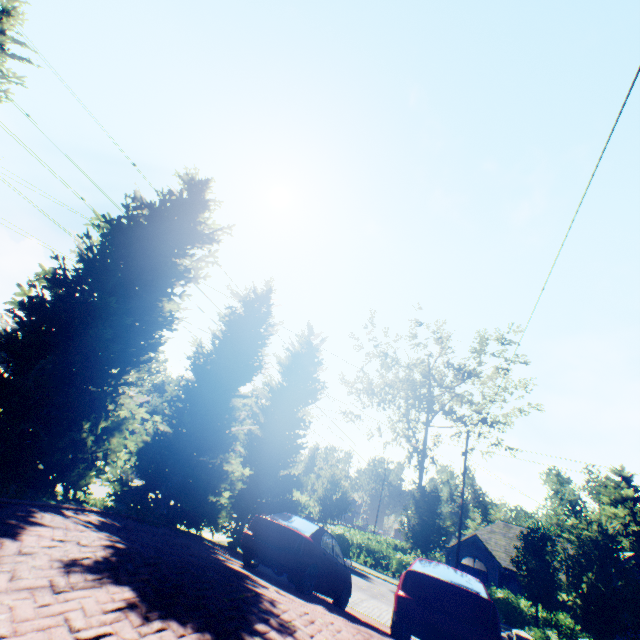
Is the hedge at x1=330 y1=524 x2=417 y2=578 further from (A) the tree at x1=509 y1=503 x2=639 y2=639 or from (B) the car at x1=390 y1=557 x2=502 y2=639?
(B) the car at x1=390 y1=557 x2=502 y2=639

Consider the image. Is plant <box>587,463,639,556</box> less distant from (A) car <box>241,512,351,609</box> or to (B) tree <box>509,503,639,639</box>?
(B) tree <box>509,503,639,639</box>

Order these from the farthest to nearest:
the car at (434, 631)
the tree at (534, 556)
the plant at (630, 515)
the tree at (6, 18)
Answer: the plant at (630, 515) → the tree at (534, 556) → the tree at (6, 18) → the car at (434, 631)

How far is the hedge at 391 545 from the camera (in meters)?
25.89

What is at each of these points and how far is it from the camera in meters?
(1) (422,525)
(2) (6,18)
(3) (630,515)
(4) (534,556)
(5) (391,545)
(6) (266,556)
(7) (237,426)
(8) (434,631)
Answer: (1) tree, 23.8 m
(2) tree, 6.6 m
(3) plant, 52.8 m
(4) tree, 20.5 m
(5) hedge, 47.2 m
(6) car, 7.8 m
(7) tree, 17.6 m
(8) car, 5.7 m

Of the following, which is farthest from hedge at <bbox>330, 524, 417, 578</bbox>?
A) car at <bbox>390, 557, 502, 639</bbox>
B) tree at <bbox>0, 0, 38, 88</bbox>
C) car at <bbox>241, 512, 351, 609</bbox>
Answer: car at <bbox>390, 557, 502, 639</bbox>

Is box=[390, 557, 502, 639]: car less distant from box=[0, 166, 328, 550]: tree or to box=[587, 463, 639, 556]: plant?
box=[0, 166, 328, 550]: tree

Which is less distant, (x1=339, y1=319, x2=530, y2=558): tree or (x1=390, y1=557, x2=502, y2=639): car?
(x1=390, y1=557, x2=502, y2=639): car
